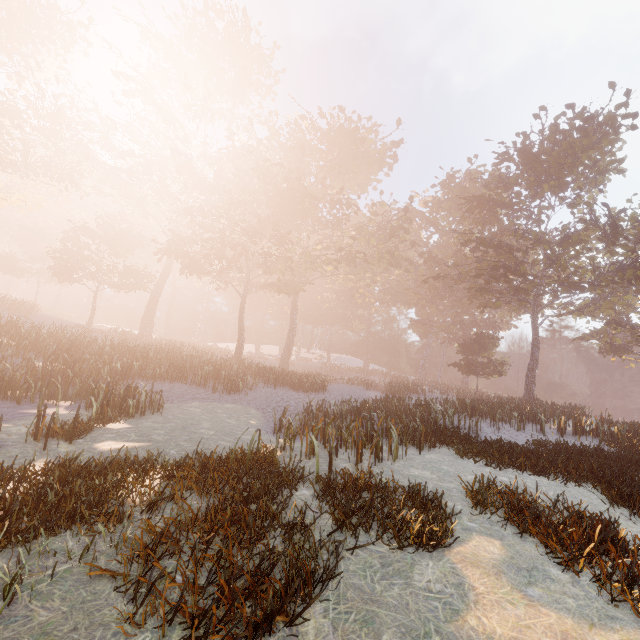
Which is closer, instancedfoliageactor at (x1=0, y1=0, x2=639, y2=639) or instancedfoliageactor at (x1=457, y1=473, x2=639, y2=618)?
instancedfoliageactor at (x1=457, y1=473, x2=639, y2=618)

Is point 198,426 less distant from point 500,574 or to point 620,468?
point 500,574

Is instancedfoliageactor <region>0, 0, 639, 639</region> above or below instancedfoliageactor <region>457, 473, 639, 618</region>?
above

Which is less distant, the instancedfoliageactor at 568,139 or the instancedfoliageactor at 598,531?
the instancedfoliageactor at 598,531

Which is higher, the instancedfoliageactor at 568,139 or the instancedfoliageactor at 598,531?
the instancedfoliageactor at 568,139
